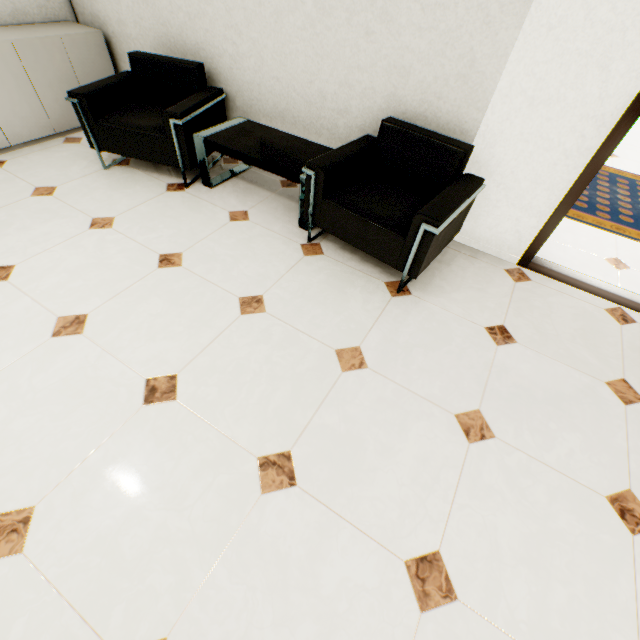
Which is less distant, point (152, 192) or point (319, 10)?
point (319, 10)

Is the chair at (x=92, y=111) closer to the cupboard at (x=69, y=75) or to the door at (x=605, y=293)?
the cupboard at (x=69, y=75)

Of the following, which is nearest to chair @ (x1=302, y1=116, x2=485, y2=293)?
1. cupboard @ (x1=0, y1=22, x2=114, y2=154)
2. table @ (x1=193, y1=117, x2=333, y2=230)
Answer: table @ (x1=193, y1=117, x2=333, y2=230)

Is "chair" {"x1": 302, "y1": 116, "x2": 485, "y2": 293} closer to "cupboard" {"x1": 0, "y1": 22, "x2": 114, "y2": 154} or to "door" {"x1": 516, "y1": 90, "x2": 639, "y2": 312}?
"door" {"x1": 516, "y1": 90, "x2": 639, "y2": 312}

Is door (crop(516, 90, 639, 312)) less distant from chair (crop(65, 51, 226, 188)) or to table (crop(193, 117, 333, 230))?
table (crop(193, 117, 333, 230))

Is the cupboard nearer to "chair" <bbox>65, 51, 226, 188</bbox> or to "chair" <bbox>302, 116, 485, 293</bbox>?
"chair" <bbox>65, 51, 226, 188</bbox>

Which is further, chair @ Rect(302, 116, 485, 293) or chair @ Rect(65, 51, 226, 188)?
chair @ Rect(65, 51, 226, 188)

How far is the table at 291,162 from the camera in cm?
251
